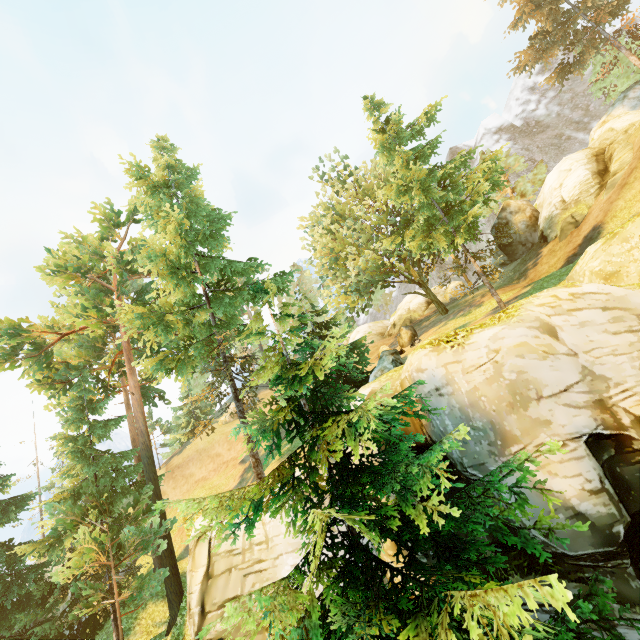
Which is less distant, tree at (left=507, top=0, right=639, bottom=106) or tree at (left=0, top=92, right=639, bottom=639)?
tree at (left=0, top=92, right=639, bottom=639)

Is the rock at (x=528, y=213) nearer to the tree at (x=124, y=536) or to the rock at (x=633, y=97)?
the tree at (x=124, y=536)

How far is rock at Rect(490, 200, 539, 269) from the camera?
26.5 meters

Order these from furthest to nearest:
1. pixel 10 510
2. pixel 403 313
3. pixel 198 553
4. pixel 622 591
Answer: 1. pixel 403 313
2. pixel 10 510
3. pixel 198 553
4. pixel 622 591

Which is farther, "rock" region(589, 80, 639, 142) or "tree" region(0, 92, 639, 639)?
"rock" region(589, 80, 639, 142)

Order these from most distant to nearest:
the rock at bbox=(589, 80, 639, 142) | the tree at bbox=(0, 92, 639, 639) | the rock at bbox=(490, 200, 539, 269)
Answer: the rock at bbox=(490, 200, 539, 269), the rock at bbox=(589, 80, 639, 142), the tree at bbox=(0, 92, 639, 639)

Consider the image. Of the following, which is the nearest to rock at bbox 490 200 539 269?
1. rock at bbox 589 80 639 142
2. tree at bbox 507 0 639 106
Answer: tree at bbox 507 0 639 106
